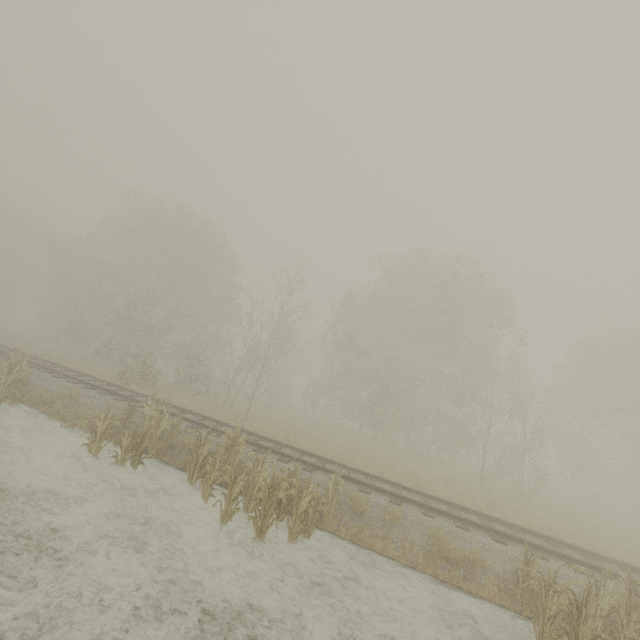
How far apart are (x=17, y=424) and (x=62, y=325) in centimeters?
2307cm

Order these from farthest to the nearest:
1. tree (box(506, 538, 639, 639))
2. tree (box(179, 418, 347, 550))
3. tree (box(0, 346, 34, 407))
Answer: tree (box(0, 346, 34, 407)) → tree (box(179, 418, 347, 550)) → tree (box(506, 538, 639, 639))

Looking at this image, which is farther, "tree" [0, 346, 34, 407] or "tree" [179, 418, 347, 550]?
"tree" [0, 346, 34, 407]

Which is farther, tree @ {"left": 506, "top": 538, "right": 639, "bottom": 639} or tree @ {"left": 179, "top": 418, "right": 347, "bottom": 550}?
tree @ {"left": 179, "top": 418, "right": 347, "bottom": 550}

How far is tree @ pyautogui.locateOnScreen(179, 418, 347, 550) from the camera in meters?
7.3 m

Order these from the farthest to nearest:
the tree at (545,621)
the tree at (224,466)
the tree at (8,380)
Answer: the tree at (8,380) < the tree at (224,466) < the tree at (545,621)

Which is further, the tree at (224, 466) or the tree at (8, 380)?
the tree at (8, 380)
